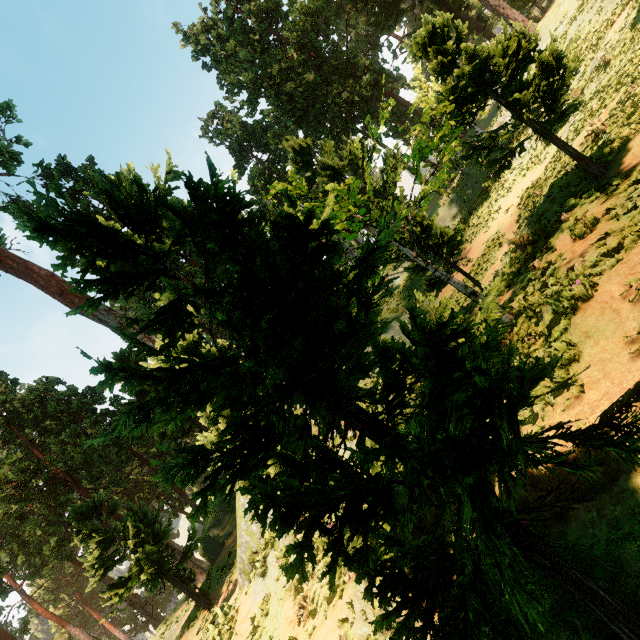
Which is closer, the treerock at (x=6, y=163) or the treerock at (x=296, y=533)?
the treerock at (x=296, y=533)

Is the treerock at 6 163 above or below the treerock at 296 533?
above

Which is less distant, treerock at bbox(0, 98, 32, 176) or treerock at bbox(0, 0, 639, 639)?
treerock at bbox(0, 0, 639, 639)

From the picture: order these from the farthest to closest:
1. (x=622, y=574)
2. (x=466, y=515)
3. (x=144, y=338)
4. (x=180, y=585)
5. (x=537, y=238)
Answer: (x=144, y=338) < (x=180, y=585) < (x=537, y=238) < (x=622, y=574) < (x=466, y=515)

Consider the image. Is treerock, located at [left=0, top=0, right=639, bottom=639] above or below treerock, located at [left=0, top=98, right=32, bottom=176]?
below
